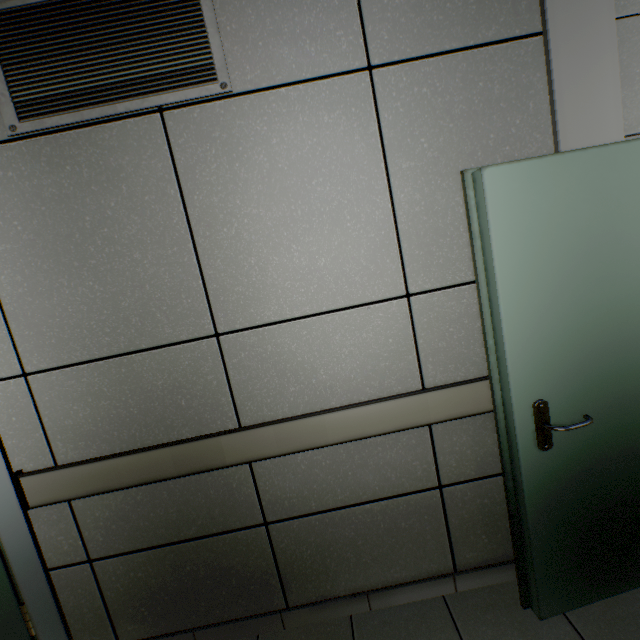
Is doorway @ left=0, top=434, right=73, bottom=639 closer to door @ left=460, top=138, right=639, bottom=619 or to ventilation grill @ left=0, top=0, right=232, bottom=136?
ventilation grill @ left=0, top=0, right=232, bottom=136

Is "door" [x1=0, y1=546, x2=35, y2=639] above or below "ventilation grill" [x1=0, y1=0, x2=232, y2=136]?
below

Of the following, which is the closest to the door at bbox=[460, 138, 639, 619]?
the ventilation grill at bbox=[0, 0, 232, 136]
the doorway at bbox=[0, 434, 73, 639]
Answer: the ventilation grill at bbox=[0, 0, 232, 136]

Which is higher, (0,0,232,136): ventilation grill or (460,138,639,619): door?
(0,0,232,136): ventilation grill

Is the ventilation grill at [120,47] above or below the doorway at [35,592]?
above

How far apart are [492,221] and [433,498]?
1.4 meters

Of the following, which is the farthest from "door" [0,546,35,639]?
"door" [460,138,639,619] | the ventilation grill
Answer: "door" [460,138,639,619]

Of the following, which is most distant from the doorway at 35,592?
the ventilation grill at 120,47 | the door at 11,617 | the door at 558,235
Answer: the door at 558,235
